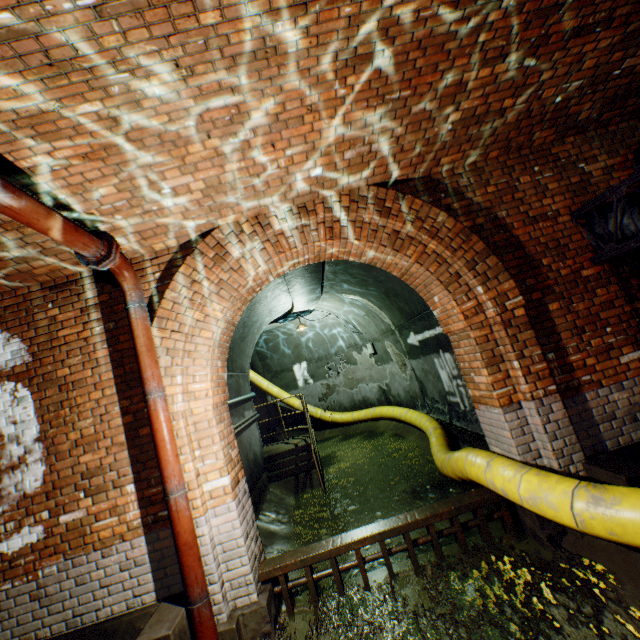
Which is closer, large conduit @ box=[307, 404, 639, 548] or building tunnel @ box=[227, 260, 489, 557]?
large conduit @ box=[307, 404, 639, 548]

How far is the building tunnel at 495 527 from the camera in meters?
3.9 m

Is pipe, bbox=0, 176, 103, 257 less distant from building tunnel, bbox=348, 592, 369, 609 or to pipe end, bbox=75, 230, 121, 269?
pipe end, bbox=75, 230, 121, 269

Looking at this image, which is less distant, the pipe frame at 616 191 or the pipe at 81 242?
the pipe at 81 242

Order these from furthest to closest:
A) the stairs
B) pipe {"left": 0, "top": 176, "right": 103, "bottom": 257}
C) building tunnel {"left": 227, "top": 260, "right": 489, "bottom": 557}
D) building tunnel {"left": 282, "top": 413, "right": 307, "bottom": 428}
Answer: building tunnel {"left": 282, "top": 413, "right": 307, "bottom": 428}, the stairs, building tunnel {"left": 227, "top": 260, "right": 489, "bottom": 557}, pipe {"left": 0, "top": 176, "right": 103, "bottom": 257}

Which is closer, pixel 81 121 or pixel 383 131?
pixel 81 121

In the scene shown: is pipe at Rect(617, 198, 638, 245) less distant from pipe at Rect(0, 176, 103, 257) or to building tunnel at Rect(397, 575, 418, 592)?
building tunnel at Rect(397, 575, 418, 592)

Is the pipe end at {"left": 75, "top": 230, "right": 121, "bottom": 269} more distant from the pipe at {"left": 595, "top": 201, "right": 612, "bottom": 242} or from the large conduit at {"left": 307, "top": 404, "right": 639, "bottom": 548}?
the pipe at {"left": 595, "top": 201, "right": 612, "bottom": 242}
